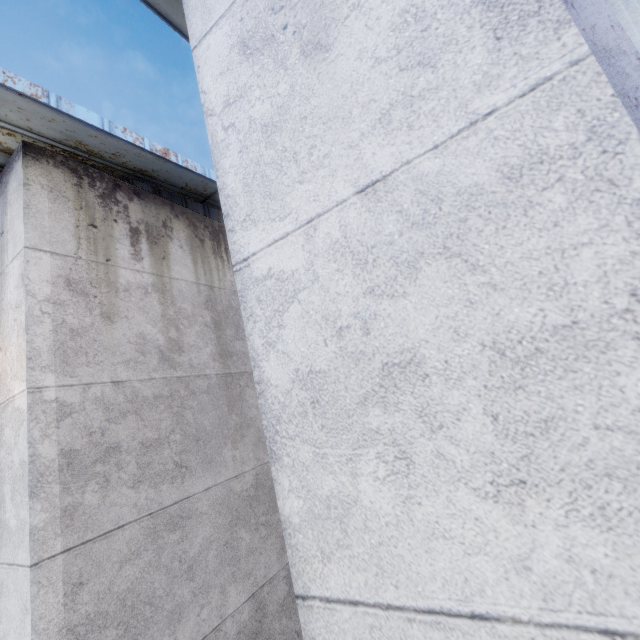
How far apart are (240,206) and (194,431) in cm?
328
